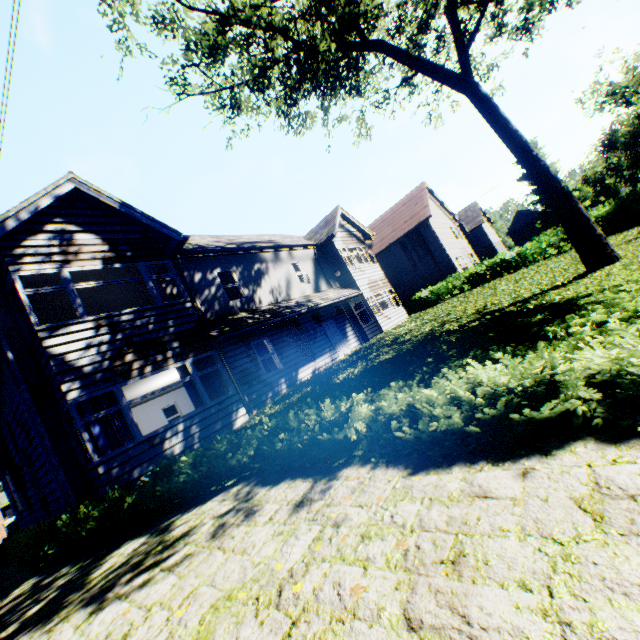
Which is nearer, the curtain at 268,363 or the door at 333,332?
the curtain at 268,363

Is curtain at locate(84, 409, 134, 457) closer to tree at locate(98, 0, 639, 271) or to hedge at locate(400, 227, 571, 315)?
tree at locate(98, 0, 639, 271)

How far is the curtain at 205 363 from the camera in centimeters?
1050cm

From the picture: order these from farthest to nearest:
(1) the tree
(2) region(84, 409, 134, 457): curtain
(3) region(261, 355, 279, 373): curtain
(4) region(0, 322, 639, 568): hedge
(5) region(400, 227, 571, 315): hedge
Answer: (5) region(400, 227, 571, 315): hedge
(3) region(261, 355, 279, 373): curtain
(1) the tree
(2) region(84, 409, 134, 457): curtain
(4) region(0, 322, 639, 568): hedge

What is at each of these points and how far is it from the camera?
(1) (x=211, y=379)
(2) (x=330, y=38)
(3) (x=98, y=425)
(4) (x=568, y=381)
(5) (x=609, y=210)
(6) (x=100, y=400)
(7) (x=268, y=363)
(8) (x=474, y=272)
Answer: (1) curtain, 10.6m
(2) tree, 13.0m
(3) curtain, 7.8m
(4) hedge, 2.8m
(5) hedge, 18.9m
(6) curtain, 8.3m
(7) curtain, 13.9m
(8) hedge, 23.7m

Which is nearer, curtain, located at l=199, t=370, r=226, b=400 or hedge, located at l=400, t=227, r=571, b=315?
curtain, located at l=199, t=370, r=226, b=400

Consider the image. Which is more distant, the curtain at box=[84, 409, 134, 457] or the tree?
the tree
